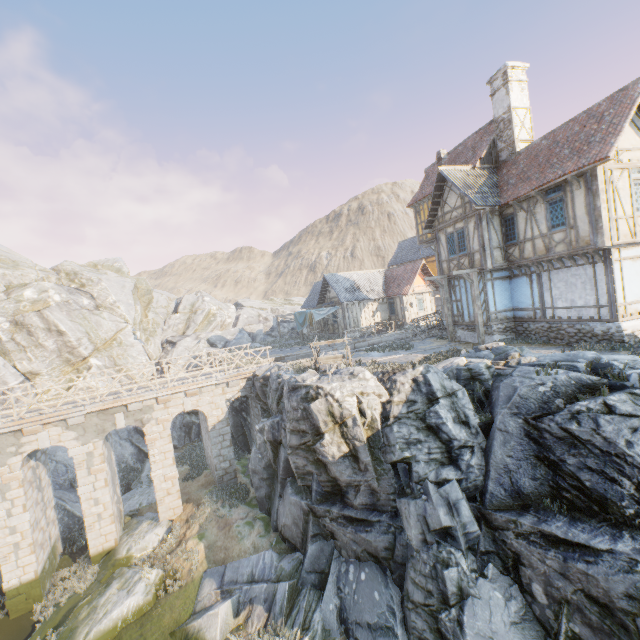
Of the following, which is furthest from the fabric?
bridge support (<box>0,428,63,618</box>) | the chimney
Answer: bridge support (<box>0,428,63,618</box>)

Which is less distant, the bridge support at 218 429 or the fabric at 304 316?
the bridge support at 218 429

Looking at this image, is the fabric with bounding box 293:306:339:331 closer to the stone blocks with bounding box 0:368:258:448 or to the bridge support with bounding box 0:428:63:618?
the stone blocks with bounding box 0:368:258:448

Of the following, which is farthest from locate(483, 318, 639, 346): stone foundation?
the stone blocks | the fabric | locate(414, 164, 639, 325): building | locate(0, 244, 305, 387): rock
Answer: the stone blocks

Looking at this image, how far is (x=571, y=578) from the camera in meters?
7.7 m

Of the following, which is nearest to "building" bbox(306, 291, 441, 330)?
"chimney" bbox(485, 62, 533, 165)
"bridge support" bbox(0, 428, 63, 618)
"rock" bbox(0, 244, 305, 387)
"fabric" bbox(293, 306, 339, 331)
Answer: "fabric" bbox(293, 306, 339, 331)

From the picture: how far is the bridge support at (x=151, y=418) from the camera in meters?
15.0 m

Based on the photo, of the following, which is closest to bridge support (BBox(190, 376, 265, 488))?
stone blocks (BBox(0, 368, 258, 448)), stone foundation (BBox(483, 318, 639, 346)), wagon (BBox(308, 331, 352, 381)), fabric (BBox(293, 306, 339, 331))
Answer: stone blocks (BBox(0, 368, 258, 448))
